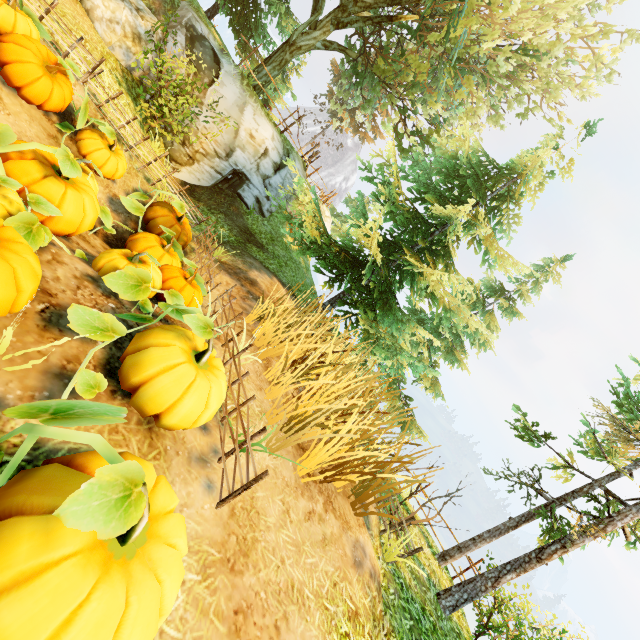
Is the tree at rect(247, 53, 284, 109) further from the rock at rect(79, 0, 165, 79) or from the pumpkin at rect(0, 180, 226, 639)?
the pumpkin at rect(0, 180, 226, 639)

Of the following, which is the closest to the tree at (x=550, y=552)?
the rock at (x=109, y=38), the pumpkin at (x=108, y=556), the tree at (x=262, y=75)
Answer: the pumpkin at (x=108, y=556)

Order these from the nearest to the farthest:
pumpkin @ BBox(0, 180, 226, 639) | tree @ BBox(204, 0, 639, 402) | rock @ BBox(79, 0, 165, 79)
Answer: pumpkin @ BBox(0, 180, 226, 639) → rock @ BBox(79, 0, 165, 79) → tree @ BBox(204, 0, 639, 402)

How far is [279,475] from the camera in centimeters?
428cm

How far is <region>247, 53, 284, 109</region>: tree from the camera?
13.49m

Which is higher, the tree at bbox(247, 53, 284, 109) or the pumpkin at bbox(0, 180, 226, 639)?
the tree at bbox(247, 53, 284, 109)

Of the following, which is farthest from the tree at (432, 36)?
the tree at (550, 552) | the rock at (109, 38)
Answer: the tree at (550, 552)

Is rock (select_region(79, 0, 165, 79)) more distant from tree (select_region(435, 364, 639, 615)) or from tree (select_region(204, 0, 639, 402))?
tree (select_region(435, 364, 639, 615))
